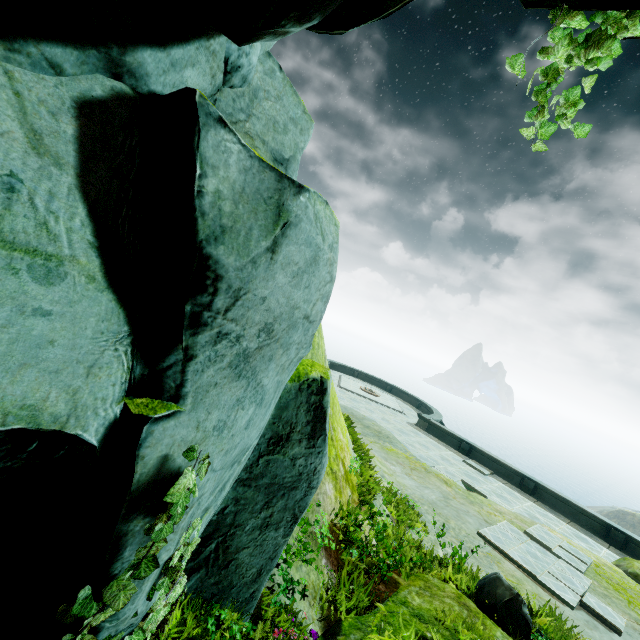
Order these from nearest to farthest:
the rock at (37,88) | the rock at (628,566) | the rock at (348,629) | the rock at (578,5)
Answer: the rock at (37,88) → the rock at (578,5) → the rock at (348,629) → the rock at (628,566)

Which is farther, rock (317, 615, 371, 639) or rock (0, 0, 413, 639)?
rock (317, 615, 371, 639)

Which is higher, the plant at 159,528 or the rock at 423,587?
the plant at 159,528

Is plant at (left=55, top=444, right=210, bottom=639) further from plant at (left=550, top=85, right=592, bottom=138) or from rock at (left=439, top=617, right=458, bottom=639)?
plant at (left=550, top=85, right=592, bottom=138)

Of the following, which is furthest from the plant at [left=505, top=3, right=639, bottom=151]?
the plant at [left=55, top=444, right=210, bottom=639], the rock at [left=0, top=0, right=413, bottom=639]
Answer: the plant at [left=55, top=444, right=210, bottom=639]

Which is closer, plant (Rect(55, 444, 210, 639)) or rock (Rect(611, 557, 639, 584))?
plant (Rect(55, 444, 210, 639))

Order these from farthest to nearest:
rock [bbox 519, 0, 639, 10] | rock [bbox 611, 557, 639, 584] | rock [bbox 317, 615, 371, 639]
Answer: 1. rock [bbox 611, 557, 639, 584]
2. rock [bbox 317, 615, 371, 639]
3. rock [bbox 519, 0, 639, 10]

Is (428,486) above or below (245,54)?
below
